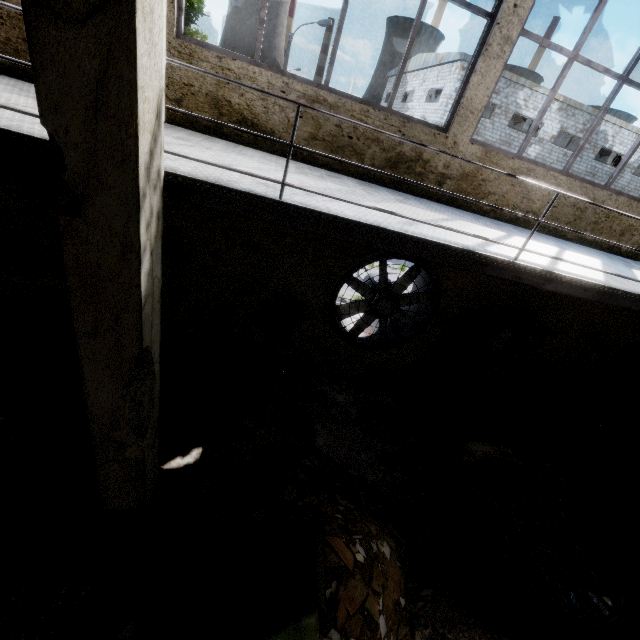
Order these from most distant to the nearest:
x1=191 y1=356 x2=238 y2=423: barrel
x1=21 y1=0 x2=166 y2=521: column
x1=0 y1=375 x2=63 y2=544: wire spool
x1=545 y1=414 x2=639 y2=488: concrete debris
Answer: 1. x1=545 y1=414 x2=639 y2=488: concrete debris
2. x1=191 y1=356 x2=238 y2=423: barrel
3. x1=0 y1=375 x2=63 y2=544: wire spool
4. x1=21 y1=0 x2=166 y2=521: column

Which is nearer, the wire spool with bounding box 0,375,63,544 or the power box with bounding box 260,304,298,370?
the wire spool with bounding box 0,375,63,544

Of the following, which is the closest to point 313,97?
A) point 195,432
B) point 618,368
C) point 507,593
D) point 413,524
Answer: point 195,432

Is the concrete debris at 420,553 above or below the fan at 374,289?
below

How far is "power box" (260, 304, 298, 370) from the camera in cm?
596

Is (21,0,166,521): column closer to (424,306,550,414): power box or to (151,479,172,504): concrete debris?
(151,479,172,504): concrete debris

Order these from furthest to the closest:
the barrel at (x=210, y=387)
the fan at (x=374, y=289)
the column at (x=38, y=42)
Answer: the fan at (x=374, y=289) → the barrel at (x=210, y=387) → the column at (x=38, y=42)

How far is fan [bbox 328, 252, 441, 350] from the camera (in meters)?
5.79
